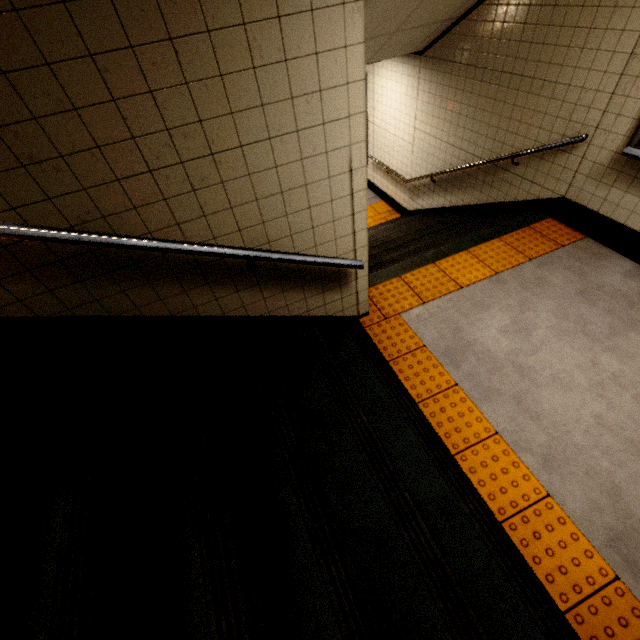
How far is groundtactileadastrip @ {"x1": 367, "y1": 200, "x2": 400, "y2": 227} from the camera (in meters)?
7.29

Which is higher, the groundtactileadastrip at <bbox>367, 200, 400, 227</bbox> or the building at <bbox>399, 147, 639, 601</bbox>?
the building at <bbox>399, 147, 639, 601</bbox>

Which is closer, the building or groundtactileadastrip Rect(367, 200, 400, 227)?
the building

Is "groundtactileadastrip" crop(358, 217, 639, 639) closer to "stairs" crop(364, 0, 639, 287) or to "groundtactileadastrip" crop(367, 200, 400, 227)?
"stairs" crop(364, 0, 639, 287)

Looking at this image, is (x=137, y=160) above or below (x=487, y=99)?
above

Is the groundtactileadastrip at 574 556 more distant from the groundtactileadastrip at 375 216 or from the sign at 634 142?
the groundtactileadastrip at 375 216

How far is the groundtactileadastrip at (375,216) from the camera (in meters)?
7.29

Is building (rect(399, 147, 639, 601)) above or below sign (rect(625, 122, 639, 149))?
below
